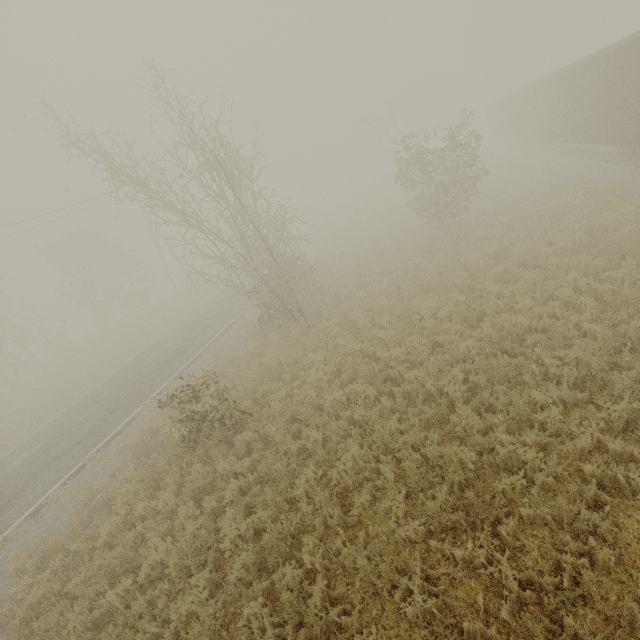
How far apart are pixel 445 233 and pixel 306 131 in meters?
11.1 m

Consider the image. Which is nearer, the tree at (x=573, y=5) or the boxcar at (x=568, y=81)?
the boxcar at (x=568, y=81)

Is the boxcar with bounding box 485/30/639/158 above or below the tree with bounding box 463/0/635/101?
below

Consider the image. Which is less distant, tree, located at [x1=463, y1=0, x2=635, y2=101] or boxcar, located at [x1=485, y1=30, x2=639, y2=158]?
boxcar, located at [x1=485, y1=30, x2=639, y2=158]

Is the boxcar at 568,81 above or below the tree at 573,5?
below
